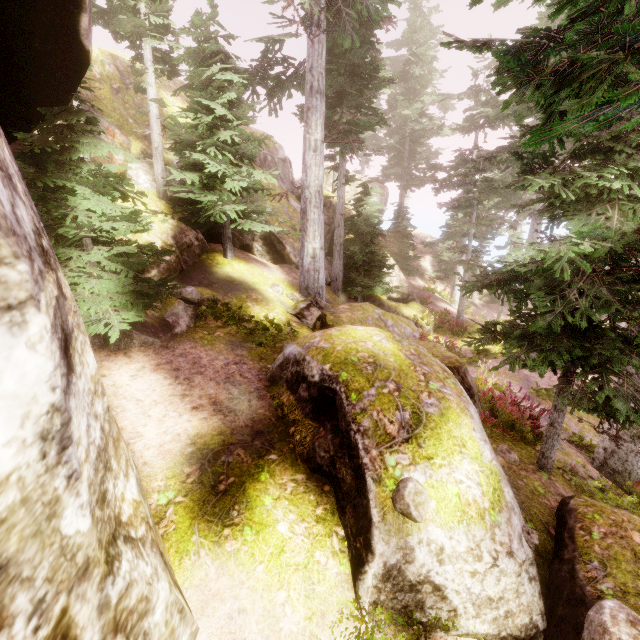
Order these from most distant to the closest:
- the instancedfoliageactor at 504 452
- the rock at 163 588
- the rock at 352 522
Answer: the instancedfoliageactor at 504 452
the rock at 352 522
the rock at 163 588

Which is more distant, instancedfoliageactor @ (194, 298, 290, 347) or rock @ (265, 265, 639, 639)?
instancedfoliageactor @ (194, 298, 290, 347)

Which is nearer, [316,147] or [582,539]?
[582,539]

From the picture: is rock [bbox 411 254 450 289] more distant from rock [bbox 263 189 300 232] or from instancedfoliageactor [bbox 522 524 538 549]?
rock [bbox 263 189 300 232]

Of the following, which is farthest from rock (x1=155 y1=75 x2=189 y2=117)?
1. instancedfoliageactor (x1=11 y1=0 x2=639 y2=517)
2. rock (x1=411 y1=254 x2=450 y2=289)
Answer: rock (x1=411 y1=254 x2=450 y2=289)

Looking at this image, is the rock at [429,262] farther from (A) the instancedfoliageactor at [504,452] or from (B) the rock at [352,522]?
(B) the rock at [352,522]
